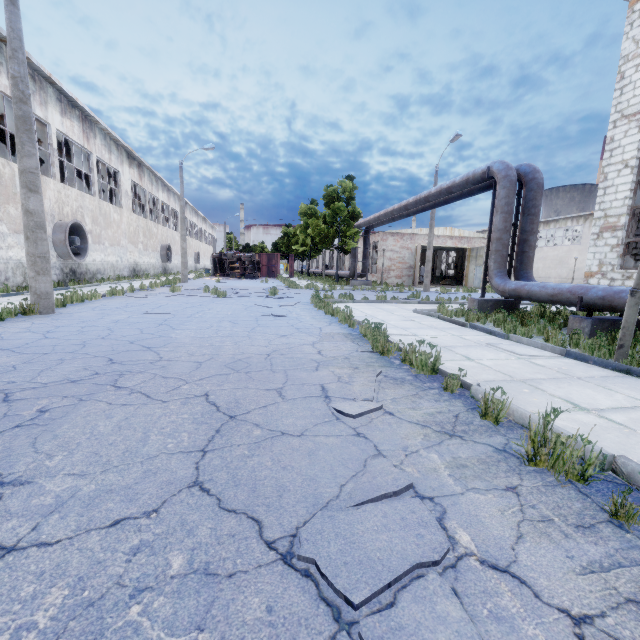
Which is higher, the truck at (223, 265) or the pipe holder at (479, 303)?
the truck at (223, 265)

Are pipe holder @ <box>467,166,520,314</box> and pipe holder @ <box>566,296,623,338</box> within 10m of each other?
yes

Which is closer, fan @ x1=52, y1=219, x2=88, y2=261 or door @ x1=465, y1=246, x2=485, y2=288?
fan @ x1=52, y1=219, x2=88, y2=261

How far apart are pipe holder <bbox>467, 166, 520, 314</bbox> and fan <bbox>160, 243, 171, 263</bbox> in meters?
30.8 m

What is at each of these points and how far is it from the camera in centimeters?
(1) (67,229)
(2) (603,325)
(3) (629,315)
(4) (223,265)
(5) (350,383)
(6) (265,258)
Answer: (1) fan, 1597cm
(2) pipe holder, 774cm
(3) lamp post, 532cm
(4) truck, 3884cm
(5) asphalt debris, 413cm
(6) truck dump body, 4153cm

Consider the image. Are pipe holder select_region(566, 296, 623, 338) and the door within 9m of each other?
no

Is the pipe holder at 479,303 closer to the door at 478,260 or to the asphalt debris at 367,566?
the asphalt debris at 367,566

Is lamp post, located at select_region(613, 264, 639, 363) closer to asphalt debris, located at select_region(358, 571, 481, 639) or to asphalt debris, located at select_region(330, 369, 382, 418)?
asphalt debris, located at select_region(330, 369, 382, 418)
